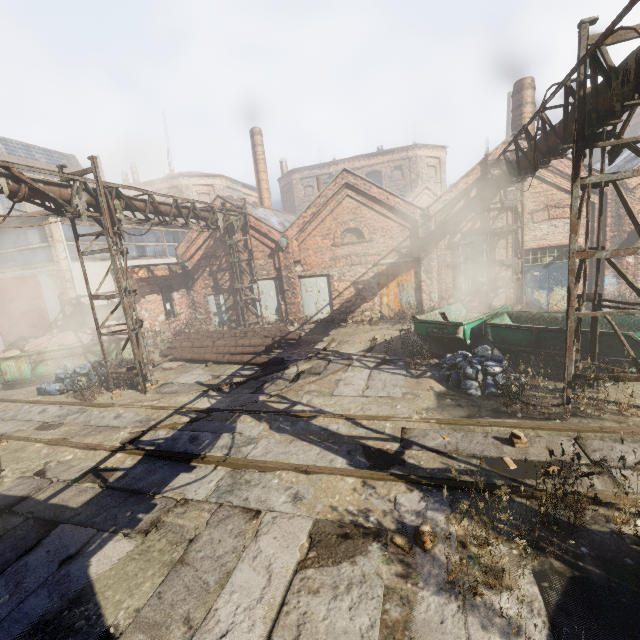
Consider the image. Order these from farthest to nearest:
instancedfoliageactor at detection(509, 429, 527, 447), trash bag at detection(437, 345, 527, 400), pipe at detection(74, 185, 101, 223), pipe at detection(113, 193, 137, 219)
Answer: pipe at detection(113, 193, 137, 219), pipe at detection(74, 185, 101, 223), trash bag at detection(437, 345, 527, 400), instancedfoliageactor at detection(509, 429, 527, 447)

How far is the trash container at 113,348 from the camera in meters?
12.9 m

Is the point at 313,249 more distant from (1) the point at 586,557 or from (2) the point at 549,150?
(1) the point at 586,557

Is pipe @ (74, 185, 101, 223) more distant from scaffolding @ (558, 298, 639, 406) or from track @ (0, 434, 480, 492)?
track @ (0, 434, 480, 492)

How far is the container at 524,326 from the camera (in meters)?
8.13

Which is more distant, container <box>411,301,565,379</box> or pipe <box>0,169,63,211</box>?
container <box>411,301,565,379</box>

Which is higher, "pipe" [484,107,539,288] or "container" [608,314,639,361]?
"pipe" [484,107,539,288]

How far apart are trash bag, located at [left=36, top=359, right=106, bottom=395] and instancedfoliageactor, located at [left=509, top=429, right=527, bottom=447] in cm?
1262
